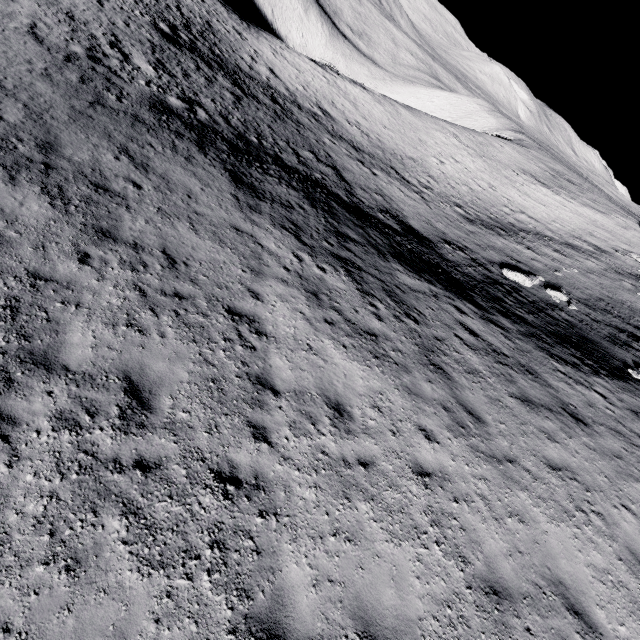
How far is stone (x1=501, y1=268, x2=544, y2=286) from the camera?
18.7m

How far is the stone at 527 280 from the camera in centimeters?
1869cm

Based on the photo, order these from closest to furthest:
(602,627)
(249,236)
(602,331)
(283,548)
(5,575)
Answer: (5,575), (283,548), (602,627), (249,236), (602,331)
